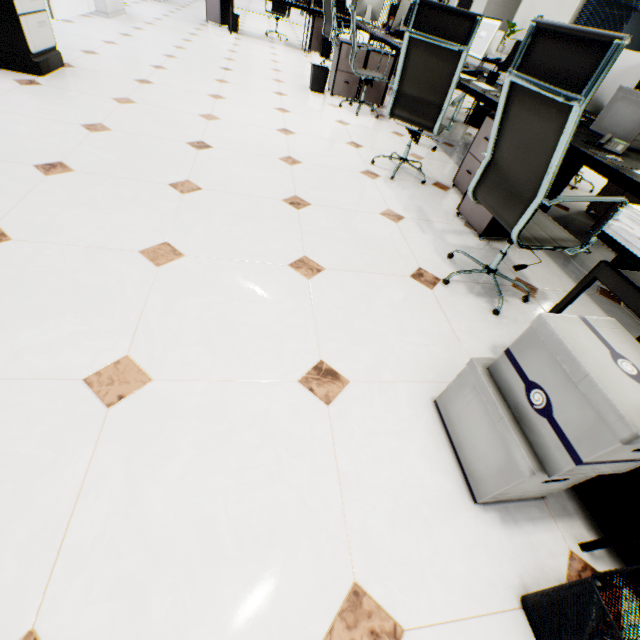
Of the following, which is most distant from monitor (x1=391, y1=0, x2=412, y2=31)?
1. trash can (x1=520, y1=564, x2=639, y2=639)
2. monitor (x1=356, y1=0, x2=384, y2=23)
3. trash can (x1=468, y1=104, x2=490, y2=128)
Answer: trash can (x1=520, y1=564, x2=639, y2=639)

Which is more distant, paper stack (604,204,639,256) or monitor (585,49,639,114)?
monitor (585,49,639,114)

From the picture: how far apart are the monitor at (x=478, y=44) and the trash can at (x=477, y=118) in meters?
0.8 m

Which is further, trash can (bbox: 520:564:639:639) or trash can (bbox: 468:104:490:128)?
trash can (bbox: 468:104:490:128)

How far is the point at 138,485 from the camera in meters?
0.9 m

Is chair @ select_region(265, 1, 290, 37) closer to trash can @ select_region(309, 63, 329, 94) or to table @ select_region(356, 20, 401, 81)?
table @ select_region(356, 20, 401, 81)

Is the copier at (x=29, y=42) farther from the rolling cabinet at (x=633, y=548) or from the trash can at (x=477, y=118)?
the trash can at (x=477, y=118)

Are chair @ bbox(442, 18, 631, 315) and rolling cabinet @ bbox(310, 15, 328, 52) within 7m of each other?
no
